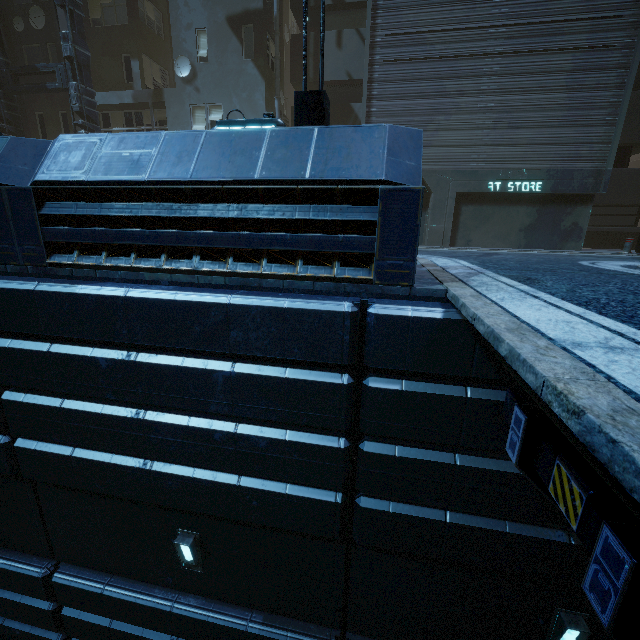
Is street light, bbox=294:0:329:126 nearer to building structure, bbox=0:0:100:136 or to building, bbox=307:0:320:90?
building, bbox=307:0:320:90

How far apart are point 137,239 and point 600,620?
5.8 meters

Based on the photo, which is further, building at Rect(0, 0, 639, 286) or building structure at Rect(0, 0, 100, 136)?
building structure at Rect(0, 0, 100, 136)

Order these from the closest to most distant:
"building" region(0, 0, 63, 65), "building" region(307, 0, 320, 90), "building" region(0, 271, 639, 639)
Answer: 1. "building" region(0, 271, 639, 639)
2. "building" region(307, 0, 320, 90)
3. "building" region(0, 0, 63, 65)

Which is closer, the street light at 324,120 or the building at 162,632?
the building at 162,632

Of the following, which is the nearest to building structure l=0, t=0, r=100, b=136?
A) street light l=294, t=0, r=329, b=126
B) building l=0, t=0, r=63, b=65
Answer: building l=0, t=0, r=63, b=65
